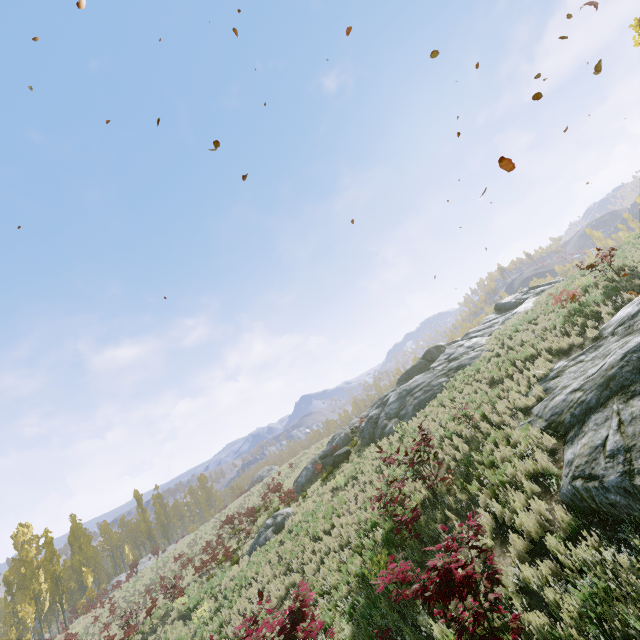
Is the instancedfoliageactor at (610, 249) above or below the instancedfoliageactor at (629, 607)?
above

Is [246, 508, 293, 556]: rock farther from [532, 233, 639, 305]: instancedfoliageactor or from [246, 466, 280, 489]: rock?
[246, 466, 280, 489]: rock

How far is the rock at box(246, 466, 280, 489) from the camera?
43.6 meters

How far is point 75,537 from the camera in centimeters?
4175cm

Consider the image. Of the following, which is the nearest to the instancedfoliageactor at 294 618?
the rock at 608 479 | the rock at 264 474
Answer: the rock at 608 479

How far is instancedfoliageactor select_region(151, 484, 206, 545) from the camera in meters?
52.9 m
